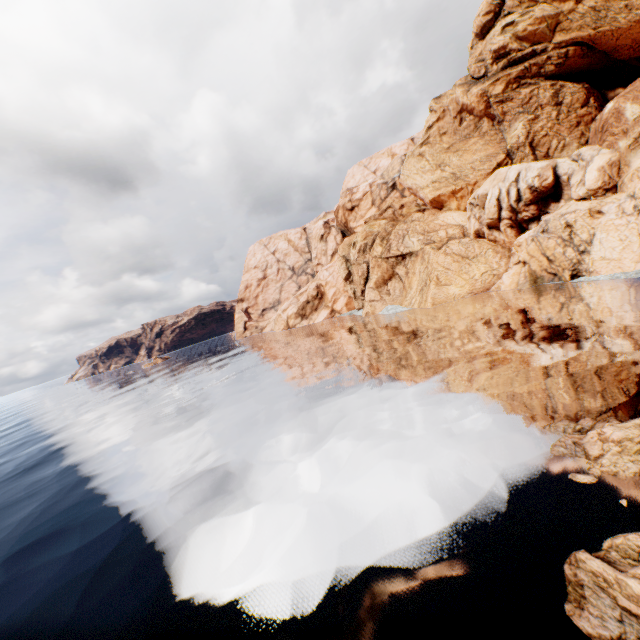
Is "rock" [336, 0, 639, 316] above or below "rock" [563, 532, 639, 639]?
above

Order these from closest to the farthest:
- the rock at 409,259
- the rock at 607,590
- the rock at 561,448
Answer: the rock at 607,590, the rock at 561,448, the rock at 409,259

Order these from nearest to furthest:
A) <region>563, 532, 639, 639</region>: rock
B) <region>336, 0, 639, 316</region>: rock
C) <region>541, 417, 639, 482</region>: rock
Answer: <region>563, 532, 639, 639</region>: rock → <region>541, 417, 639, 482</region>: rock → <region>336, 0, 639, 316</region>: rock

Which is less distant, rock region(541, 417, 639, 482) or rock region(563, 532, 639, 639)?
rock region(563, 532, 639, 639)

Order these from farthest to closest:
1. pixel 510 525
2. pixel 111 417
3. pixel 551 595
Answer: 1. pixel 111 417
2. pixel 510 525
3. pixel 551 595

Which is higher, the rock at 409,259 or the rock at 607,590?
the rock at 409,259
